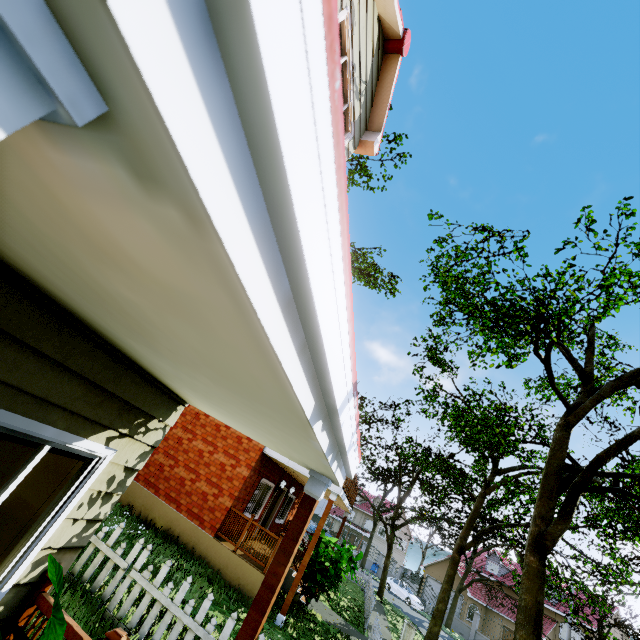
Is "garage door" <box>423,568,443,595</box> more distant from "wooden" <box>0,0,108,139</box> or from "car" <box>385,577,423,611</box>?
"wooden" <box>0,0,108,139</box>

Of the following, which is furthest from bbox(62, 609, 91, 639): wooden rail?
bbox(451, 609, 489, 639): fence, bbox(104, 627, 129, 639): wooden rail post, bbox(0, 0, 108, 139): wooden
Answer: bbox(451, 609, 489, 639): fence

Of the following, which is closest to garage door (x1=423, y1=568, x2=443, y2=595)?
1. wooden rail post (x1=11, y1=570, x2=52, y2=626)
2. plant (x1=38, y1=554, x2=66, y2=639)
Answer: wooden rail post (x1=11, y1=570, x2=52, y2=626)

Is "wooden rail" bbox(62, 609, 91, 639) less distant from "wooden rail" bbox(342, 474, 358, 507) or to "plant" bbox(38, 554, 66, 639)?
"plant" bbox(38, 554, 66, 639)

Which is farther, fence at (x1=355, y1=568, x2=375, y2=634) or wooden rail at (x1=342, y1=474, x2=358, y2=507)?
fence at (x1=355, y1=568, x2=375, y2=634)

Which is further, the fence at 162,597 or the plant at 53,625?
the fence at 162,597

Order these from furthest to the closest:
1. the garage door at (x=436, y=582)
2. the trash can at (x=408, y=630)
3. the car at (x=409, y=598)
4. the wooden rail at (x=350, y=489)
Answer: the garage door at (x=436, y=582), the car at (x=409, y=598), the trash can at (x=408, y=630), the wooden rail at (x=350, y=489)

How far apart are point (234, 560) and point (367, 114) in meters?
11.9 m
